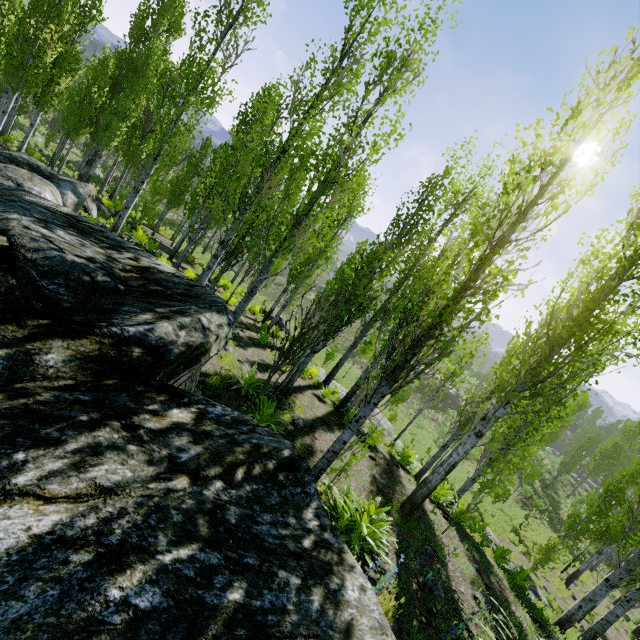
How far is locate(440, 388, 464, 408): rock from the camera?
46.3 meters

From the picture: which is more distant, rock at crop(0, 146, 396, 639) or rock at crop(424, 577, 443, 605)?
rock at crop(424, 577, 443, 605)

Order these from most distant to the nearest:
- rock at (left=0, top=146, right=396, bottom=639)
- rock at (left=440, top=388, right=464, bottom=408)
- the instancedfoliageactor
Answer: rock at (left=440, top=388, right=464, bottom=408) < the instancedfoliageactor < rock at (left=0, top=146, right=396, bottom=639)

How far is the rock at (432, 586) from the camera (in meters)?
4.98

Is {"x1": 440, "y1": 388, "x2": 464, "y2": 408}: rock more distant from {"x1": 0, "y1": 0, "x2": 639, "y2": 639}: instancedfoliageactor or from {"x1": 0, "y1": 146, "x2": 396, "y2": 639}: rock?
{"x1": 0, "y1": 146, "x2": 396, "y2": 639}: rock

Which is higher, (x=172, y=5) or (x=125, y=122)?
(x=172, y=5)

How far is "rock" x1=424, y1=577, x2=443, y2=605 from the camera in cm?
498

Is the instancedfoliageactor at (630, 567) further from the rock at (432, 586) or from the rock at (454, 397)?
the rock at (454, 397)
